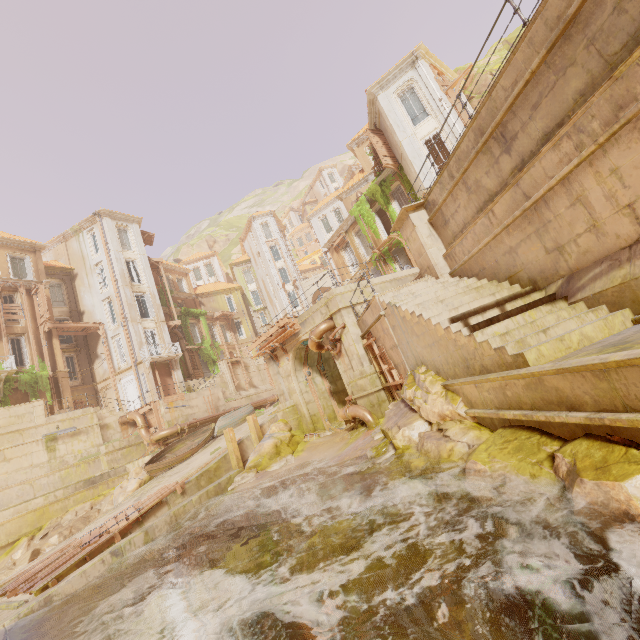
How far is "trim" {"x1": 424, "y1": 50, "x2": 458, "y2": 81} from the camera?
20.5m

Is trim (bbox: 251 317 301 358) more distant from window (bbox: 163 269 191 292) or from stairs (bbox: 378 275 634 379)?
window (bbox: 163 269 191 292)

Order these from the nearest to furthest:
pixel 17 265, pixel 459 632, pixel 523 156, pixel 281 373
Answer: pixel 459 632, pixel 523 156, pixel 281 373, pixel 17 265

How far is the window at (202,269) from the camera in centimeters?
5591cm

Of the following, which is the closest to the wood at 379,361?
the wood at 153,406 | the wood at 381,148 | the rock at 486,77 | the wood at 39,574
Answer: the wood at 39,574

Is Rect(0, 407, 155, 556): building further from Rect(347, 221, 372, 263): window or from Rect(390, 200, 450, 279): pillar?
Rect(390, 200, 450, 279): pillar

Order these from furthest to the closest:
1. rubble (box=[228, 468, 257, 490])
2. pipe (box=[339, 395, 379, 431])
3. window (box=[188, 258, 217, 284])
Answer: window (box=[188, 258, 217, 284]), rubble (box=[228, 468, 257, 490]), pipe (box=[339, 395, 379, 431])

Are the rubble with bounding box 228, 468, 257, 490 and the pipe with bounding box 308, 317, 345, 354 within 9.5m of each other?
yes
